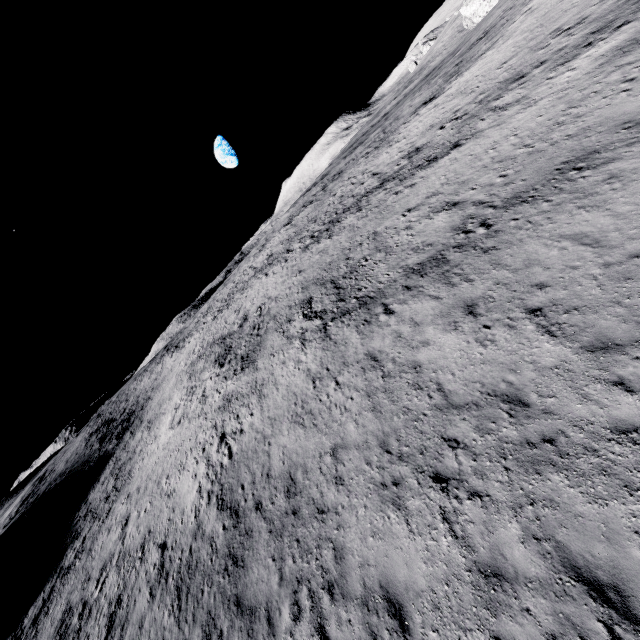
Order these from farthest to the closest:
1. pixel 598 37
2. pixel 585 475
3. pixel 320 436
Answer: pixel 598 37 < pixel 320 436 < pixel 585 475
